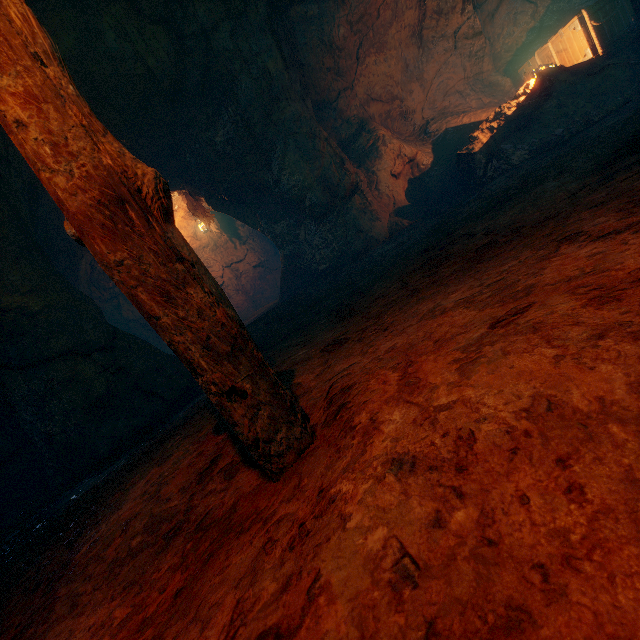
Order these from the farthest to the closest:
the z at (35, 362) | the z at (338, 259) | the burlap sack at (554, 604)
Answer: the z at (338, 259)
the z at (35, 362)
the burlap sack at (554, 604)

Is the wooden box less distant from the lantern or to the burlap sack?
the burlap sack

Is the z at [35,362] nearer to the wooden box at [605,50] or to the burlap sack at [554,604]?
the burlap sack at [554,604]

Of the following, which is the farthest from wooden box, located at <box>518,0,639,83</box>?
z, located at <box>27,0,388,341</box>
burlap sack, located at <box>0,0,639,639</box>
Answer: z, located at <box>27,0,388,341</box>

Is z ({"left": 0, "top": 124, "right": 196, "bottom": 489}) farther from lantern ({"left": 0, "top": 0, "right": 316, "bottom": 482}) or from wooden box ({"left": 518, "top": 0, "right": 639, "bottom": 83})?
lantern ({"left": 0, "top": 0, "right": 316, "bottom": 482})

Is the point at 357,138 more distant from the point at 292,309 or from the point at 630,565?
the point at 630,565

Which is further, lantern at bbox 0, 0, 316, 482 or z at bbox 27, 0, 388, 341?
z at bbox 27, 0, 388, 341

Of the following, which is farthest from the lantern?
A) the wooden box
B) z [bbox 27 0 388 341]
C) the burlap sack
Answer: the wooden box
